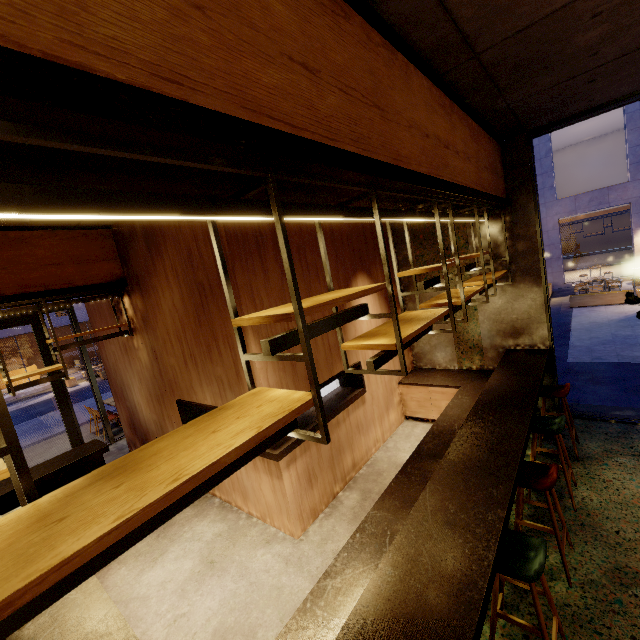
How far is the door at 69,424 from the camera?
7.5m

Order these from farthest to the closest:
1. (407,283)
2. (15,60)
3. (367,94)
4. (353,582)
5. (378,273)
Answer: (407,283)
(378,273)
(353,582)
(367,94)
(15,60)

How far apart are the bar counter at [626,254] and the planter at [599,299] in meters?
11.7 m

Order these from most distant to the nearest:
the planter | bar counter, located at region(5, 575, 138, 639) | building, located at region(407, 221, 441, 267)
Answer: the planter
building, located at region(407, 221, 441, 267)
bar counter, located at region(5, 575, 138, 639)

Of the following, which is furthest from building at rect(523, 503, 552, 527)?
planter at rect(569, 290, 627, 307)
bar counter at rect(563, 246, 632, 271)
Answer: bar counter at rect(563, 246, 632, 271)

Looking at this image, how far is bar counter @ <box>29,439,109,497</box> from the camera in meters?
4.5 m

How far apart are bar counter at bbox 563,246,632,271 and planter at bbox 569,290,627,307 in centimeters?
1171cm

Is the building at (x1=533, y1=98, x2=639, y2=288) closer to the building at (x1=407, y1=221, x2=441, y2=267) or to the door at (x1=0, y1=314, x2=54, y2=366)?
the building at (x1=407, y1=221, x2=441, y2=267)
